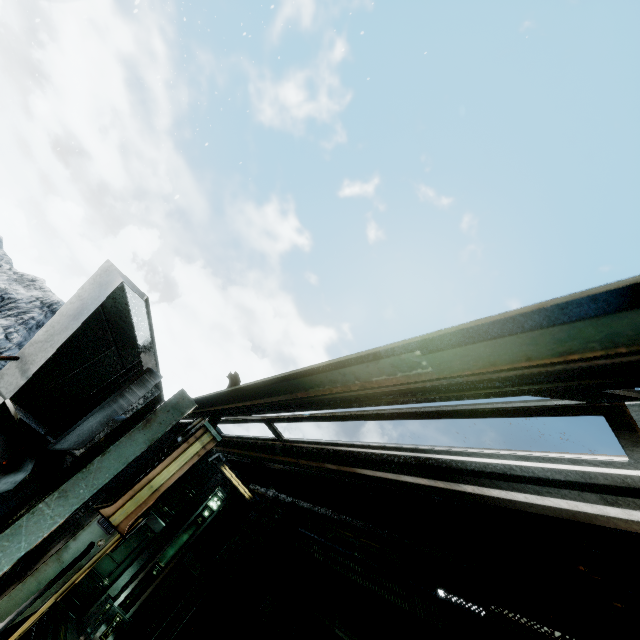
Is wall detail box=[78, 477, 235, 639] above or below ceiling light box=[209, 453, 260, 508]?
below

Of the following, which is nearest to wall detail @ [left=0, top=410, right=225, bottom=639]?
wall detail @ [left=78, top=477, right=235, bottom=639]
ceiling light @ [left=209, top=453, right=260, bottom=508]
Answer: wall detail @ [left=78, top=477, right=235, bottom=639]

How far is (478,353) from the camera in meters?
0.6 m

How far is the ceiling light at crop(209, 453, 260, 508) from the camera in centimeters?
978cm

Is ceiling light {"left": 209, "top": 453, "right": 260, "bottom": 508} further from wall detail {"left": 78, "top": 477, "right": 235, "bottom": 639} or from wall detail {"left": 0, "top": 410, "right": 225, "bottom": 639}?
wall detail {"left": 0, "top": 410, "right": 225, "bottom": 639}

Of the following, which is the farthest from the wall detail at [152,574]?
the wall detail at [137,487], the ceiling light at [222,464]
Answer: the wall detail at [137,487]
